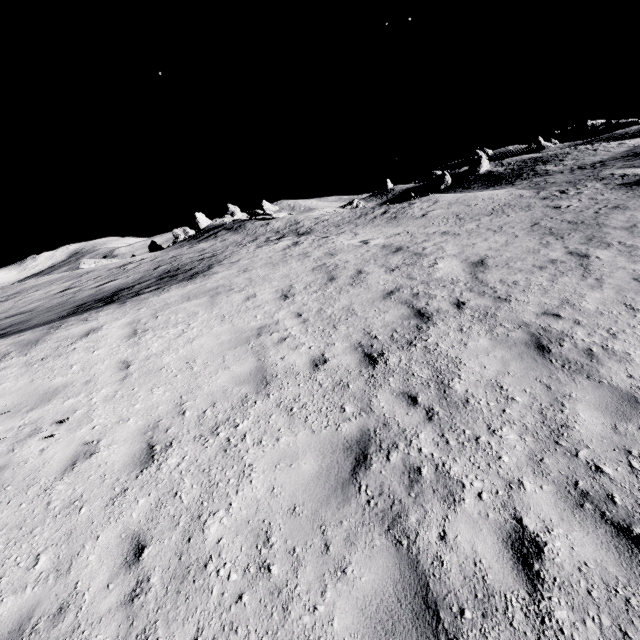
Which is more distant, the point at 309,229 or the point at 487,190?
the point at 487,190

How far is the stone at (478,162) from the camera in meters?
56.0

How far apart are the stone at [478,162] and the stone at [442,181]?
3.8 meters

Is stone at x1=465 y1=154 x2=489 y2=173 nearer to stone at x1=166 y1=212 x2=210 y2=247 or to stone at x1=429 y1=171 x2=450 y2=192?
stone at x1=429 y1=171 x2=450 y2=192

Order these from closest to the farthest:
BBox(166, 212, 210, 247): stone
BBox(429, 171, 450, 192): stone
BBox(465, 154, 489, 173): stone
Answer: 1. BBox(166, 212, 210, 247): stone
2. BBox(465, 154, 489, 173): stone
3. BBox(429, 171, 450, 192): stone

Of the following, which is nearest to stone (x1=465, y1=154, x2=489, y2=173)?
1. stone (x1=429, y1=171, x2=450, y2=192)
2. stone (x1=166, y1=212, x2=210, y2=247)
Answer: stone (x1=429, y1=171, x2=450, y2=192)
